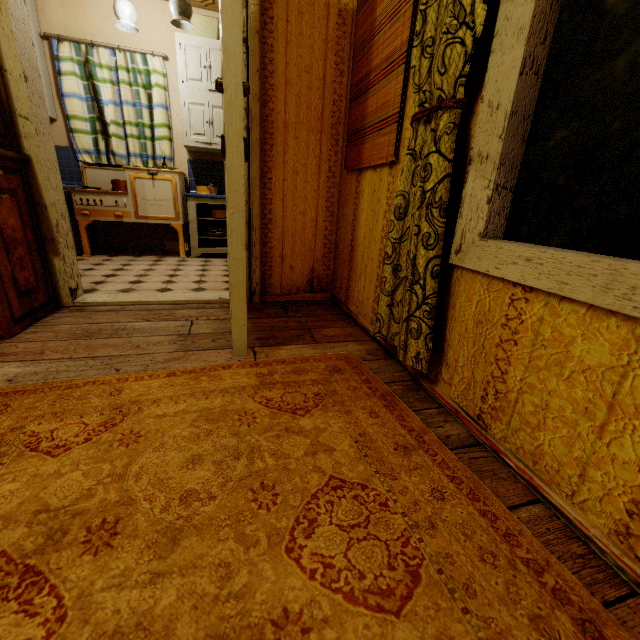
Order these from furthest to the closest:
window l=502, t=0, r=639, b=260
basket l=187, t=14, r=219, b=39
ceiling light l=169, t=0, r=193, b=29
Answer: basket l=187, t=14, r=219, b=39 < ceiling light l=169, t=0, r=193, b=29 < window l=502, t=0, r=639, b=260

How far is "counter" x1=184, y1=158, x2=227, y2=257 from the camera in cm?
406

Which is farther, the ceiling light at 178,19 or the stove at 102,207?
the stove at 102,207

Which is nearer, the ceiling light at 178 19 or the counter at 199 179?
the ceiling light at 178 19

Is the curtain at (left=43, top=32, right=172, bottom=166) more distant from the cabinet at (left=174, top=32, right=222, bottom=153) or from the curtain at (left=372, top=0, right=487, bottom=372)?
the curtain at (left=372, top=0, right=487, bottom=372)

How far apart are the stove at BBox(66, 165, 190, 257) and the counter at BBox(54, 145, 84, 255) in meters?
0.0 m

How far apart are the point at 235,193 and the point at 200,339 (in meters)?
0.89

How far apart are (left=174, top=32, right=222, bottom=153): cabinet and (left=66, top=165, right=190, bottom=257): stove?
0.3 meters
